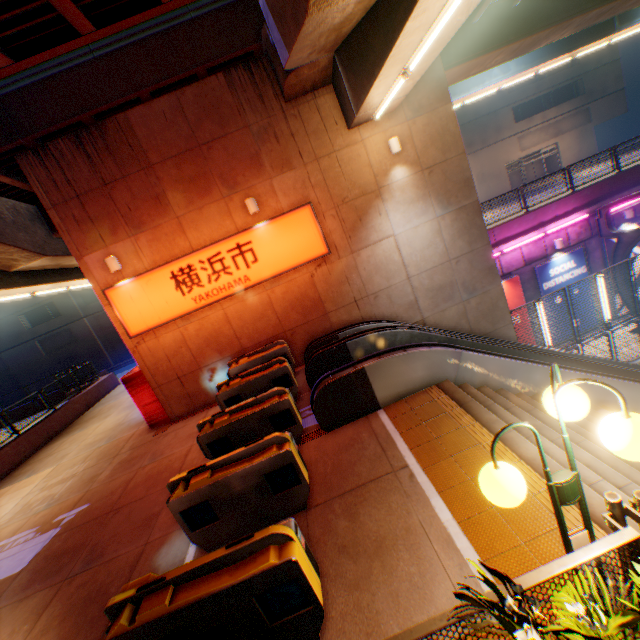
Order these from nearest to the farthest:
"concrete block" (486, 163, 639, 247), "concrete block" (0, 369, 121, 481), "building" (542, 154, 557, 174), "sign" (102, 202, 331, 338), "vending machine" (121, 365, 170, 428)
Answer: "sign" (102, 202, 331, 338) < "vending machine" (121, 365, 170, 428) < "concrete block" (0, 369, 121, 481) < "concrete block" (486, 163, 639, 247) < "building" (542, 154, 557, 174)

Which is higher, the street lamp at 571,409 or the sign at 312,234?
the sign at 312,234

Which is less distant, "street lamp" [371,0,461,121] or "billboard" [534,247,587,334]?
"street lamp" [371,0,461,121]

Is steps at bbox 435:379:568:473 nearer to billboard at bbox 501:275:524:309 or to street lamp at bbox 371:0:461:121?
street lamp at bbox 371:0:461:121

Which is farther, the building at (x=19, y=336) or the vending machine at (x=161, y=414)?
the building at (x=19, y=336)

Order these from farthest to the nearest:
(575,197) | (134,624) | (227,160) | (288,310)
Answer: (575,197), (288,310), (227,160), (134,624)

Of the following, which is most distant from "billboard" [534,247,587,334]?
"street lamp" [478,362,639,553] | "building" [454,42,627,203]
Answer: "building" [454,42,627,203]

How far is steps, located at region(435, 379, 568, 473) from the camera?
4.5m
